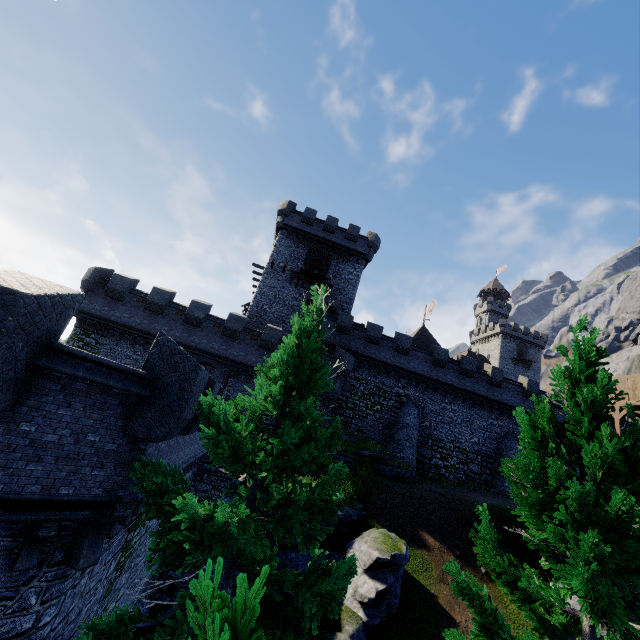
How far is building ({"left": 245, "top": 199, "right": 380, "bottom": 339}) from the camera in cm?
3153

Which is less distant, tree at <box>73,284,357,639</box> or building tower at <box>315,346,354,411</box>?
tree at <box>73,284,357,639</box>

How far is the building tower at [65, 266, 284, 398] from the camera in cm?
2353

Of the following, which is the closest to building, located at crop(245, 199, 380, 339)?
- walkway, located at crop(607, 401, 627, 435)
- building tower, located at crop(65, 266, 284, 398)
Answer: building tower, located at crop(65, 266, 284, 398)

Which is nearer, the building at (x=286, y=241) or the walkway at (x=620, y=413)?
the walkway at (x=620, y=413)

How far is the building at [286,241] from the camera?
31.53m

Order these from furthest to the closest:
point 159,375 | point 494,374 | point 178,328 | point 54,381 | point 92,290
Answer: point 494,374, point 178,328, point 92,290, point 159,375, point 54,381
